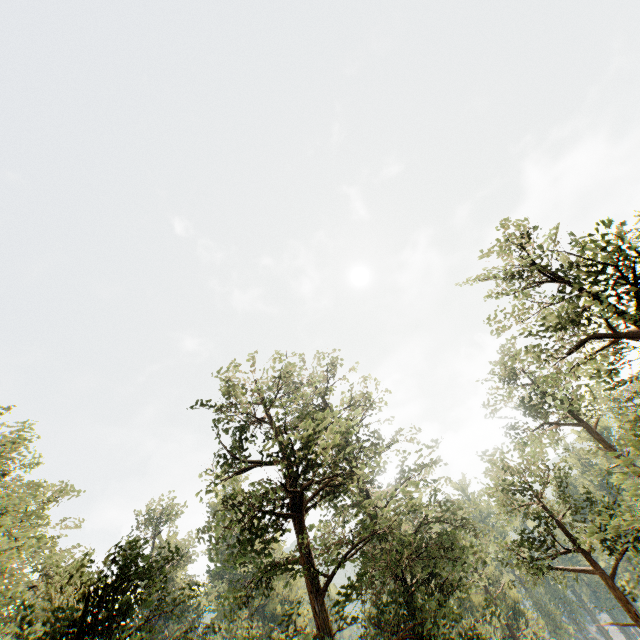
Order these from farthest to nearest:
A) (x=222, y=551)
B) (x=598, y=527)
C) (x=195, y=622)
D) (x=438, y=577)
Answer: (x=222, y=551), (x=195, y=622), (x=438, y=577), (x=598, y=527)
